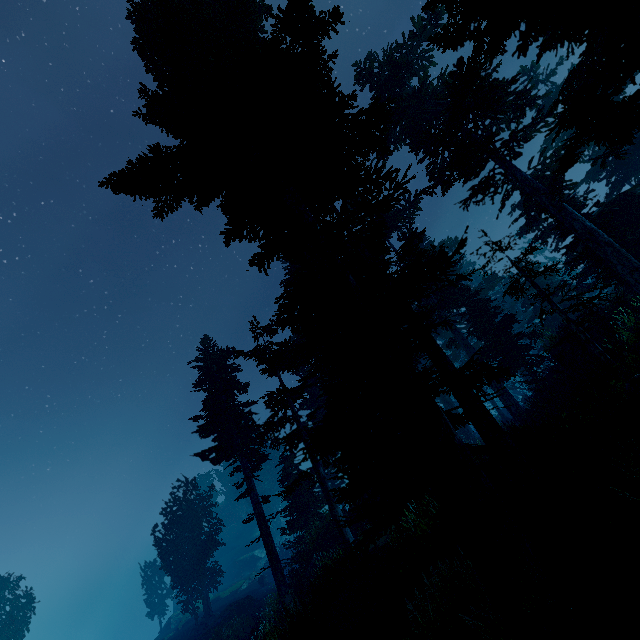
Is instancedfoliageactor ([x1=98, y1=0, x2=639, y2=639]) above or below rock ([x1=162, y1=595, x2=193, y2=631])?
above

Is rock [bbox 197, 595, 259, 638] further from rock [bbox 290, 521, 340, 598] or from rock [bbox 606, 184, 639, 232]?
rock [bbox 606, 184, 639, 232]

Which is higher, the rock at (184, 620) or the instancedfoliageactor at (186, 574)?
the instancedfoliageactor at (186, 574)

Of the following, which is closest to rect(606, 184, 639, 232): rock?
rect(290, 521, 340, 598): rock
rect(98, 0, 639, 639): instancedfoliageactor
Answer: rect(98, 0, 639, 639): instancedfoliageactor

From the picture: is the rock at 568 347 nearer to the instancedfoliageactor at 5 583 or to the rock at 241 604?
the instancedfoliageactor at 5 583

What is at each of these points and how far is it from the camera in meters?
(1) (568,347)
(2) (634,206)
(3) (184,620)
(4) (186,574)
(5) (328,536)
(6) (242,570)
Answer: (1) rock, 16.4
(2) rock, 16.2
(3) rock, 39.3
(4) instancedfoliageactor, 33.1
(5) rock, 19.3
(6) rock, 49.6

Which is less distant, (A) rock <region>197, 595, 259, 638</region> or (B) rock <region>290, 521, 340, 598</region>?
(B) rock <region>290, 521, 340, 598</region>

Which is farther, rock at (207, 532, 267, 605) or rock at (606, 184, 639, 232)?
rock at (207, 532, 267, 605)
